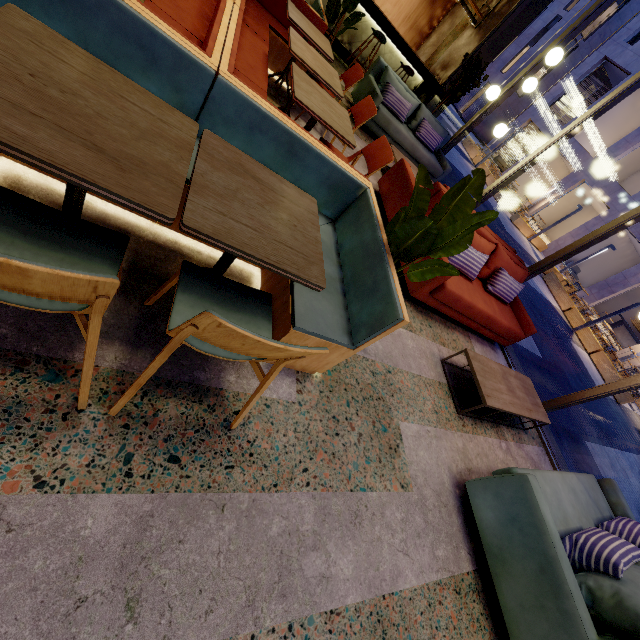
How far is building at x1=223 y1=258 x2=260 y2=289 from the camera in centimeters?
217cm

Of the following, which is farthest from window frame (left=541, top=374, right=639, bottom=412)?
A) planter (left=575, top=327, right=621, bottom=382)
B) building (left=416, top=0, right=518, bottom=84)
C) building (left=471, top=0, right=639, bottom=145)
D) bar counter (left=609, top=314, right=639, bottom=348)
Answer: building (left=471, top=0, right=639, bottom=145)

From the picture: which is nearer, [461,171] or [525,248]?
[461,171]

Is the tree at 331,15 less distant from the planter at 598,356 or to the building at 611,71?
the planter at 598,356

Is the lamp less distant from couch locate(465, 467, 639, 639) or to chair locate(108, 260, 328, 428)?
couch locate(465, 467, 639, 639)

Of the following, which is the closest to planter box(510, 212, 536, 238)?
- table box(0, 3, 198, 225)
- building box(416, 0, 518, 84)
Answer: building box(416, 0, 518, 84)

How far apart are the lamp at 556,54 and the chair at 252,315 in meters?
5.3 m

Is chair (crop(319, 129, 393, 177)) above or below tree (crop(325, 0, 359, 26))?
below
